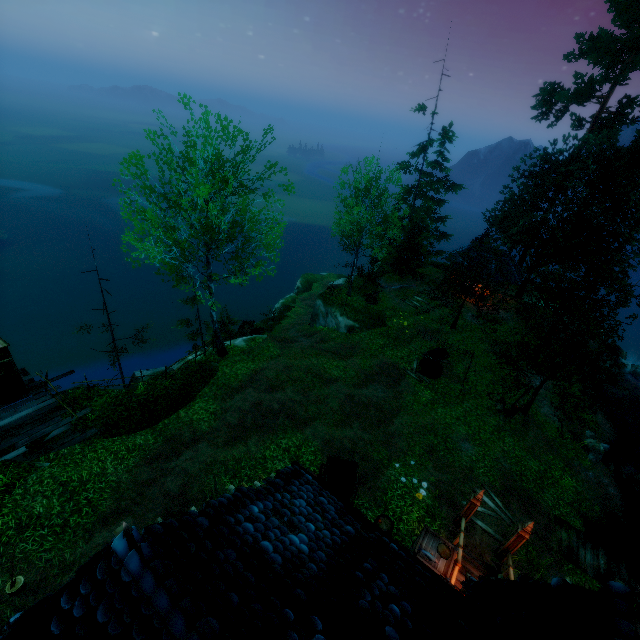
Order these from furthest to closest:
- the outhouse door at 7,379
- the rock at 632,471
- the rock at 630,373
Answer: the rock at 630,373
the rock at 632,471
the outhouse door at 7,379

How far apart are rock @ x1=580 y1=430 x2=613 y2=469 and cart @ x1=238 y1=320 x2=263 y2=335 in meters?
22.0 m

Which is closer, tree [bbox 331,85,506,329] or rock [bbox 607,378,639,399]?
tree [bbox 331,85,506,329]

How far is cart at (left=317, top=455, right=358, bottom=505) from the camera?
11.93m

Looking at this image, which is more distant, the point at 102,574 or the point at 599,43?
the point at 599,43

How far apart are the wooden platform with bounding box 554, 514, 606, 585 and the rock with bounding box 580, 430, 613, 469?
5.3m

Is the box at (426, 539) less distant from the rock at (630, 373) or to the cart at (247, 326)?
the cart at (247, 326)

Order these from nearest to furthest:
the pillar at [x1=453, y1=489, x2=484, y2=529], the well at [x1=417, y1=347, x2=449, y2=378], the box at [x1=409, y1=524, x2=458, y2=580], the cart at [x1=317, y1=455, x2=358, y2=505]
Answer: the box at [x1=409, y1=524, x2=458, y2=580]
the pillar at [x1=453, y1=489, x2=484, y2=529]
the cart at [x1=317, y1=455, x2=358, y2=505]
the well at [x1=417, y1=347, x2=449, y2=378]
